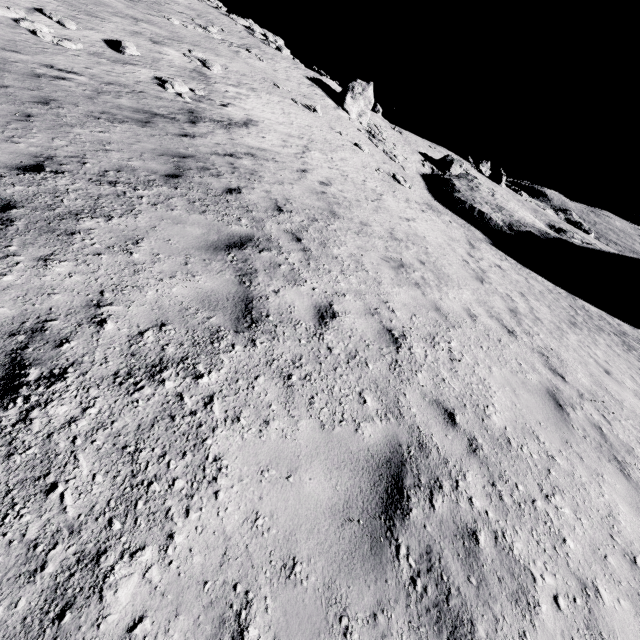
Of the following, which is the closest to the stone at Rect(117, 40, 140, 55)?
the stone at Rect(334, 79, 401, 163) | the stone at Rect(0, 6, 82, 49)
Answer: the stone at Rect(0, 6, 82, 49)

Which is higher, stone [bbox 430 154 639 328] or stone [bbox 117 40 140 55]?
stone [bbox 117 40 140 55]

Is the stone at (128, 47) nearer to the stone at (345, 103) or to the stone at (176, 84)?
the stone at (176, 84)

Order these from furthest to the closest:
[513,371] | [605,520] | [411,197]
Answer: [411,197]
[513,371]
[605,520]

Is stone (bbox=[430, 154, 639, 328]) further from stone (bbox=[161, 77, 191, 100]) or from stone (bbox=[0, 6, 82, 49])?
stone (bbox=[0, 6, 82, 49])

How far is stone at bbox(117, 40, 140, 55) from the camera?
13.5 meters

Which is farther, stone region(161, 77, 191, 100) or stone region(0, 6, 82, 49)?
stone region(161, 77, 191, 100)

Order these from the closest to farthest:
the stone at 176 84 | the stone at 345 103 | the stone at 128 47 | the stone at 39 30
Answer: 1. the stone at 39 30
2. the stone at 176 84
3. the stone at 128 47
4. the stone at 345 103
